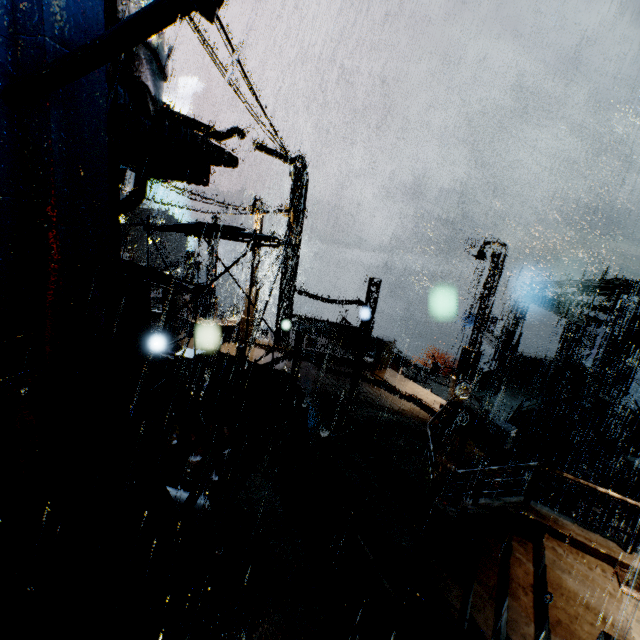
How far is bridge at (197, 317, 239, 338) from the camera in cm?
1745

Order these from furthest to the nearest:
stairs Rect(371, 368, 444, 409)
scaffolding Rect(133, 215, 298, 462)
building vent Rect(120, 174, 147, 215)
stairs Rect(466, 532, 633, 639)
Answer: stairs Rect(371, 368, 444, 409) → building vent Rect(120, 174, 147, 215) → scaffolding Rect(133, 215, 298, 462) → stairs Rect(466, 532, 633, 639)

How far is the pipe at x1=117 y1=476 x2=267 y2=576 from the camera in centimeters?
643cm

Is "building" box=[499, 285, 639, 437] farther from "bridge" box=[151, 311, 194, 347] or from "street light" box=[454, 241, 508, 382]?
"street light" box=[454, 241, 508, 382]

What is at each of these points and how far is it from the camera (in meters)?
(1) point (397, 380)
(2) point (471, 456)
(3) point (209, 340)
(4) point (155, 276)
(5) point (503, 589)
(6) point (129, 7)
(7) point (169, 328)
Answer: (1) stairs, 16.81
(2) building, 16.16
(3) bridge, 17.86
(4) building, 6.62
(5) stairs, 6.59
(6) building vent, 5.88
(7) bridge, 17.14

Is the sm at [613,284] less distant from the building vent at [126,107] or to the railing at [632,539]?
the railing at [632,539]

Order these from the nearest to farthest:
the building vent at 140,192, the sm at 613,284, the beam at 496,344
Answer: the building vent at 140,192
the sm at 613,284
the beam at 496,344
